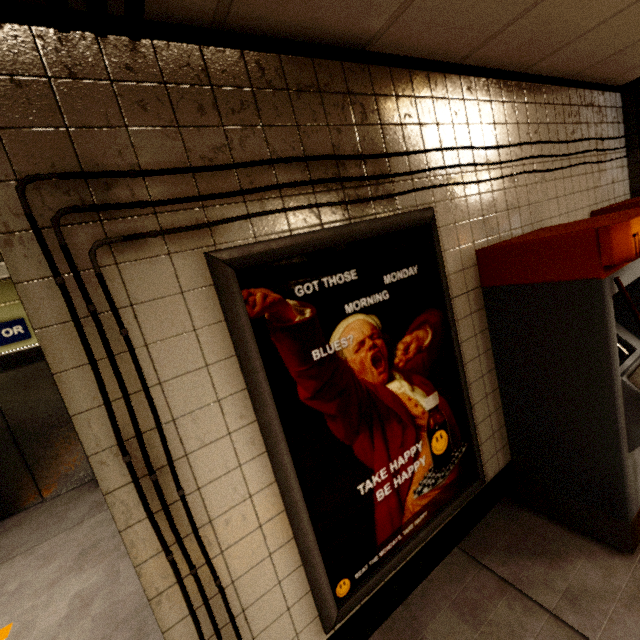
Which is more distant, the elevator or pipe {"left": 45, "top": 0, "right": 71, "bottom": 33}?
the elevator

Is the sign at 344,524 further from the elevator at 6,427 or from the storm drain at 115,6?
the elevator at 6,427

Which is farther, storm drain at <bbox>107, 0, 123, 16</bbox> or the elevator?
the elevator

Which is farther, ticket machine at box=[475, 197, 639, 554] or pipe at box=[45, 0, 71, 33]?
ticket machine at box=[475, 197, 639, 554]

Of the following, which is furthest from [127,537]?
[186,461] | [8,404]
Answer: [8,404]

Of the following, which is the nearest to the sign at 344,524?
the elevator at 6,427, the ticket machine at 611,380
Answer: the ticket machine at 611,380

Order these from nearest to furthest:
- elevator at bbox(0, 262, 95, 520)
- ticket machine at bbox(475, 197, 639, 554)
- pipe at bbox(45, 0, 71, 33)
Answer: pipe at bbox(45, 0, 71, 33) < ticket machine at bbox(475, 197, 639, 554) < elevator at bbox(0, 262, 95, 520)
